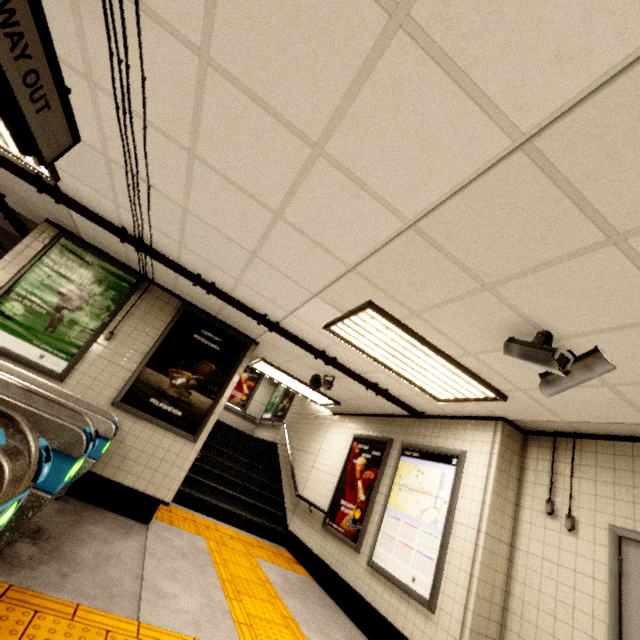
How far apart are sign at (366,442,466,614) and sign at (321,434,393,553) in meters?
0.3

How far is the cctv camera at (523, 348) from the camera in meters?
2.2

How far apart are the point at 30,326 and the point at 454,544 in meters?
6.0 m

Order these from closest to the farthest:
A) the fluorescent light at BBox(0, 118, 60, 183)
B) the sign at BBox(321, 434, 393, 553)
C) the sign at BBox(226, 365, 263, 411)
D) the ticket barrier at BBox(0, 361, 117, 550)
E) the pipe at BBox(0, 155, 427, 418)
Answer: the ticket barrier at BBox(0, 361, 117, 550)
the fluorescent light at BBox(0, 118, 60, 183)
the pipe at BBox(0, 155, 427, 418)
the sign at BBox(321, 434, 393, 553)
the sign at BBox(226, 365, 263, 411)

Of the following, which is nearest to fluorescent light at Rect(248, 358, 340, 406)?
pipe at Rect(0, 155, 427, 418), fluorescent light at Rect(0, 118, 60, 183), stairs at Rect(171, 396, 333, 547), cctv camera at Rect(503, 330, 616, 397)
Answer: stairs at Rect(171, 396, 333, 547)

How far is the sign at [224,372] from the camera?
4.6m

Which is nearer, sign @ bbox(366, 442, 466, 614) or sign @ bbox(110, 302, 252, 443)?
sign @ bbox(366, 442, 466, 614)

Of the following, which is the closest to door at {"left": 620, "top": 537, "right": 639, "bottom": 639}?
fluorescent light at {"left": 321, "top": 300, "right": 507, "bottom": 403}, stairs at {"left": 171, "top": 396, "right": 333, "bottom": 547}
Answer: fluorescent light at {"left": 321, "top": 300, "right": 507, "bottom": 403}
